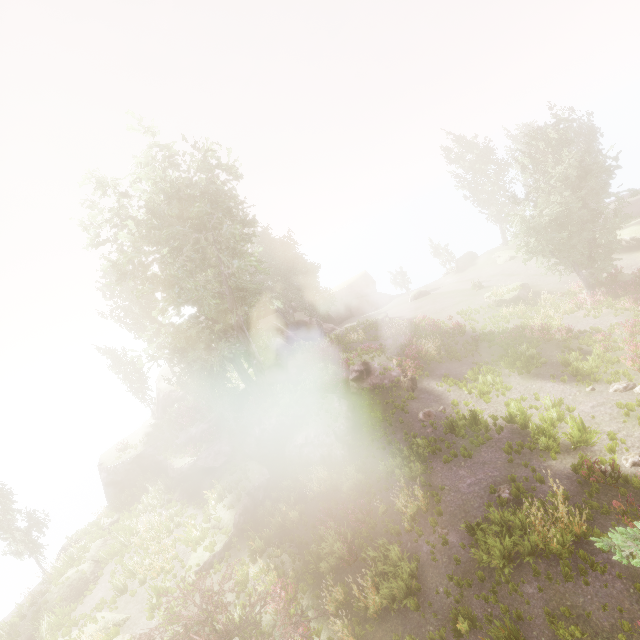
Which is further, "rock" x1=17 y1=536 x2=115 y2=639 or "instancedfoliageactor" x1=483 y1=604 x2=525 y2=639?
"rock" x1=17 y1=536 x2=115 y2=639

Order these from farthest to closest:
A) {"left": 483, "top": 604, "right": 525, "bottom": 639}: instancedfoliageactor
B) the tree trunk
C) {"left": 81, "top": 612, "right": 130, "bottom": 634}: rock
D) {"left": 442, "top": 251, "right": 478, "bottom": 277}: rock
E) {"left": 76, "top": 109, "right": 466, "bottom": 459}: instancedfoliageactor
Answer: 1. {"left": 442, "top": 251, "right": 478, "bottom": 277}: rock
2. the tree trunk
3. {"left": 76, "top": 109, "right": 466, "bottom": 459}: instancedfoliageactor
4. {"left": 81, "top": 612, "right": 130, "bottom": 634}: rock
5. {"left": 483, "top": 604, "right": 525, "bottom": 639}: instancedfoliageactor

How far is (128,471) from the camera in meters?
27.1 m

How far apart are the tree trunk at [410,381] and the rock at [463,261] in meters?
32.2 m

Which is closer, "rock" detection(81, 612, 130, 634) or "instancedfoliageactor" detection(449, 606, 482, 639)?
"instancedfoliageactor" detection(449, 606, 482, 639)

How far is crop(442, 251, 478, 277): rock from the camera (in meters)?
47.90

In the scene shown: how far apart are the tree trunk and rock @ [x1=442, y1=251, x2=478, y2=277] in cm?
3224

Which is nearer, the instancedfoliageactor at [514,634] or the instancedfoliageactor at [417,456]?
the instancedfoliageactor at [514,634]
